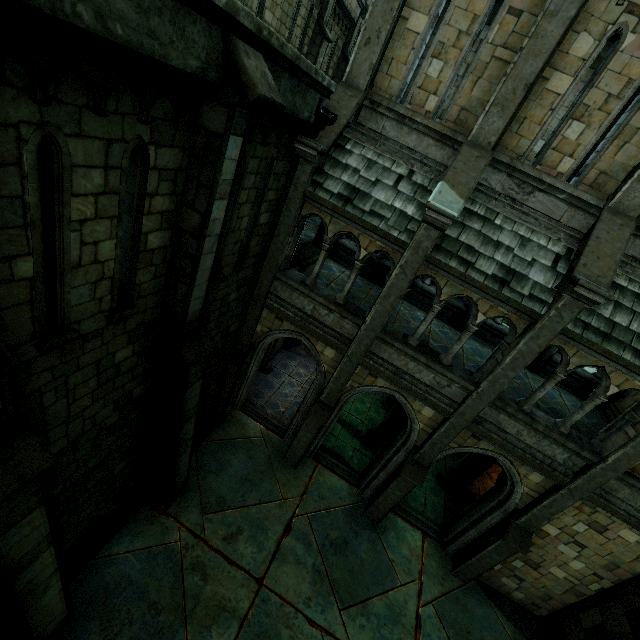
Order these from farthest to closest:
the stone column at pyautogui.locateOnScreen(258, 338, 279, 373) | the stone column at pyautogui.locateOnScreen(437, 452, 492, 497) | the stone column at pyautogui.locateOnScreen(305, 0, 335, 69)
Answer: the stone column at pyautogui.locateOnScreen(258, 338, 279, 373)
the stone column at pyautogui.locateOnScreen(305, 0, 335, 69)
the stone column at pyautogui.locateOnScreen(437, 452, 492, 497)

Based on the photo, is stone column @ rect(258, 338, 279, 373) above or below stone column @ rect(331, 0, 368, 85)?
below

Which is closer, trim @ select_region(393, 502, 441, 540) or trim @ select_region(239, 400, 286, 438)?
trim @ select_region(393, 502, 441, 540)

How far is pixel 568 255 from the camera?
7.1m

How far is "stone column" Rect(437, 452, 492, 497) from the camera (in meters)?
12.26

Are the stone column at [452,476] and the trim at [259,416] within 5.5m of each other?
no

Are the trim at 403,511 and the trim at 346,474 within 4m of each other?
Answer: yes

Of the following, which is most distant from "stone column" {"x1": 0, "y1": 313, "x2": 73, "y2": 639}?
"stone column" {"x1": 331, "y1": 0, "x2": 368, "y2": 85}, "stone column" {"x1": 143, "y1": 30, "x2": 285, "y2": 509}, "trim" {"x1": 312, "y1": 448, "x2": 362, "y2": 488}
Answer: "stone column" {"x1": 331, "y1": 0, "x2": 368, "y2": 85}
